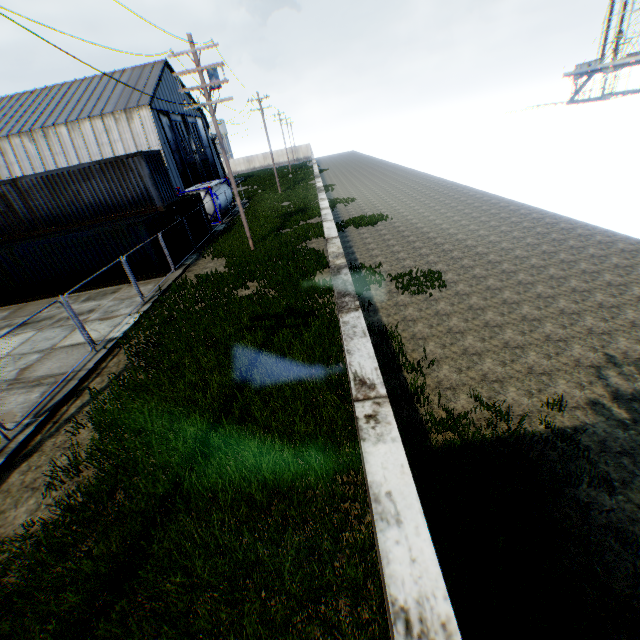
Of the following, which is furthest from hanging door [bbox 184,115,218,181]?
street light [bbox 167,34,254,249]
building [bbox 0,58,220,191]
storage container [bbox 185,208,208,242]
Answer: street light [bbox 167,34,254,249]

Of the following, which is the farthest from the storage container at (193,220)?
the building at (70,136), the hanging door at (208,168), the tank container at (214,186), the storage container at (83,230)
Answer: the hanging door at (208,168)

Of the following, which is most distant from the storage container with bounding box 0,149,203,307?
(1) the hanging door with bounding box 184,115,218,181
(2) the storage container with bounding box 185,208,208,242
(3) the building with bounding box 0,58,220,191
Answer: (1) the hanging door with bounding box 184,115,218,181

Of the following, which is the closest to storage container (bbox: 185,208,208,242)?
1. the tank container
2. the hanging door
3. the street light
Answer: the tank container

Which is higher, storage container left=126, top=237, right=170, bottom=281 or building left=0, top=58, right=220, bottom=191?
building left=0, top=58, right=220, bottom=191

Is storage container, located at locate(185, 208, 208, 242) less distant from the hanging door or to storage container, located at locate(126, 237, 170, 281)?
storage container, located at locate(126, 237, 170, 281)

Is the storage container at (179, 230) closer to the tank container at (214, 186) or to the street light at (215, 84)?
the street light at (215, 84)

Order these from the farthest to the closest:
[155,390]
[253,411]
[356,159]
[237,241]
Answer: [356,159] < [237,241] < [155,390] < [253,411]
